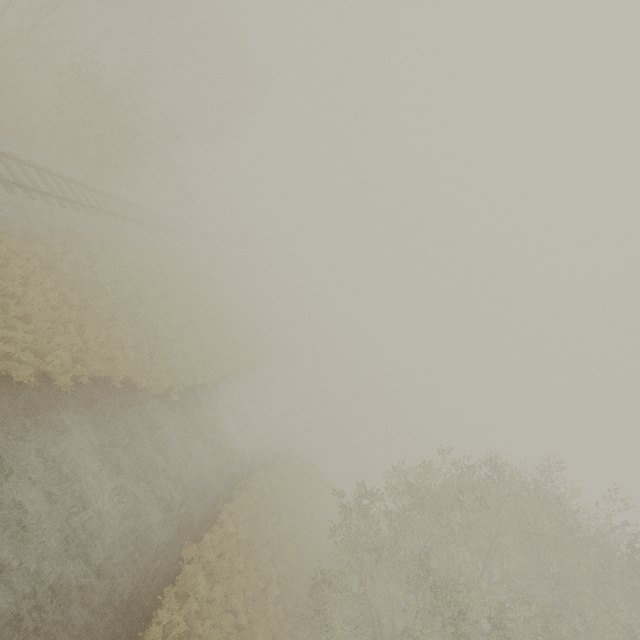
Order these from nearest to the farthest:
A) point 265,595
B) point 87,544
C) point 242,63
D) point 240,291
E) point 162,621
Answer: point 87,544, point 162,621, point 265,595, point 242,63, point 240,291

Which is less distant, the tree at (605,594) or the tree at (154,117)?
the tree at (605,594)

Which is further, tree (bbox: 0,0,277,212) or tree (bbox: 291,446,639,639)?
tree (bbox: 0,0,277,212)
